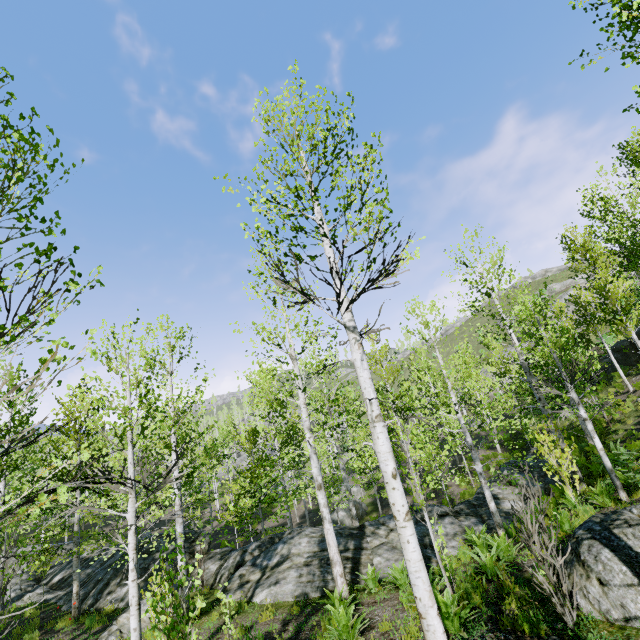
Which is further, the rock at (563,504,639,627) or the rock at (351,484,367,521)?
the rock at (351,484,367,521)

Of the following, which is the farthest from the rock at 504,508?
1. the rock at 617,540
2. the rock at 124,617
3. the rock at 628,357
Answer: the rock at 628,357

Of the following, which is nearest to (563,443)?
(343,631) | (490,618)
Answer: (490,618)

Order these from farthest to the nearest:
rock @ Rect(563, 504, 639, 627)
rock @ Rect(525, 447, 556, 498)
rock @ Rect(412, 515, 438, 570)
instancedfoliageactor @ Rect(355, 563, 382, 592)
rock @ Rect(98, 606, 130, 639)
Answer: rock @ Rect(525, 447, 556, 498) → rock @ Rect(412, 515, 438, 570) → rock @ Rect(98, 606, 130, 639) → instancedfoliageactor @ Rect(355, 563, 382, 592) → rock @ Rect(563, 504, 639, 627)

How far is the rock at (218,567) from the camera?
9.7m

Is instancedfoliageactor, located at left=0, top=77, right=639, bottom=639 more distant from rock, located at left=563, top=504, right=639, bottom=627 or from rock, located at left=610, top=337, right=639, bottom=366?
rock, located at left=610, top=337, right=639, bottom=366

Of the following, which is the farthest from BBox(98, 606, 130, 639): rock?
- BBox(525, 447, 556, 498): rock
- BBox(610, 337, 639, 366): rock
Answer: BBox(610, 337, 639, 366): rock

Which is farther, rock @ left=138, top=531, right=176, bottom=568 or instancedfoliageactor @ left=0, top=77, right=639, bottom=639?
rock @ left=138, top=531, right=176, bottom=568
